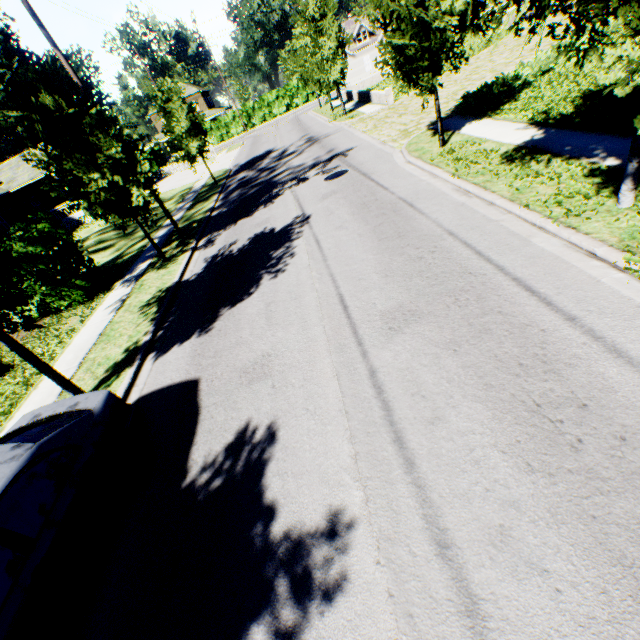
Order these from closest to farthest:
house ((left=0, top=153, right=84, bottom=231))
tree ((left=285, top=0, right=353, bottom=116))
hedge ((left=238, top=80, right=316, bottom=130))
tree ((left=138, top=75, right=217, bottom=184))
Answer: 1. tree ((left=138, top=75, right=217, bottom=184))
2. tree ((left=285, top=0, right=353, bottom=116))
3. house ((left=0, top=153, right=84, bottom=231))
4. hedge ((left=238, top=80, right=316, bottom=130))

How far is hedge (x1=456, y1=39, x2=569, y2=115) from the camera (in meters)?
12.34

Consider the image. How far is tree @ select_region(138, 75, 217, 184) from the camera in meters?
18.5 m

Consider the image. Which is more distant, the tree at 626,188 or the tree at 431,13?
the tree at 626,188

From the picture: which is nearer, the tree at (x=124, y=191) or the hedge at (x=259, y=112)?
the tree at (x=124, y=191)

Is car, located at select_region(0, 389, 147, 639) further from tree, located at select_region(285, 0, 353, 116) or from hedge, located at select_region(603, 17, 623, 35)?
hedge, located at select_region(603, 17, 623, 35)

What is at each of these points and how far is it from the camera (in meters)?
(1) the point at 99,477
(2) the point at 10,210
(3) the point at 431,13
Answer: (1) car, 4.12
(2) house, 27.03
(3) tree, 8.48
